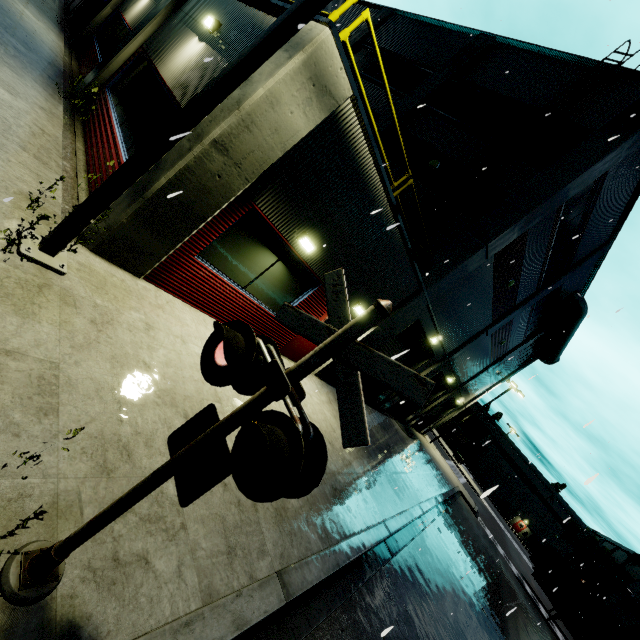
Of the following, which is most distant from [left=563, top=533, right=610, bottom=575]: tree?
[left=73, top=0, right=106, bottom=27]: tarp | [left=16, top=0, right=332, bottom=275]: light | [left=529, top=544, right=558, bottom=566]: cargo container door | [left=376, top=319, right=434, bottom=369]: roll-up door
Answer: → [left=73, top=0, right=106, bottom=27]: tarp

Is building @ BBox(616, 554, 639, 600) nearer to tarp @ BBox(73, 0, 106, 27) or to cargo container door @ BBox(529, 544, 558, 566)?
tarp @ BBox(73, 0, 106, 27)

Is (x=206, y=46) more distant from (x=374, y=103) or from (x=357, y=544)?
(x=374, y=103)

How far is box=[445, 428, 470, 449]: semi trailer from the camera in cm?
5774

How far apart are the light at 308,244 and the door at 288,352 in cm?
254

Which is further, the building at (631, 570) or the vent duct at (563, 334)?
the building at (631, 570)

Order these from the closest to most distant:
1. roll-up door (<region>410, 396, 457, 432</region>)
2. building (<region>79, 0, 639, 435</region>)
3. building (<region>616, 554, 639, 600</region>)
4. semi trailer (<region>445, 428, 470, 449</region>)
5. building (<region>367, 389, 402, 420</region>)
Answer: building (<region>79, 0, 639, 435</region>) < building (<region>367, 389, 402, 420</region>) < roll-up door (<region>410, 396, 457, 432</region>) < building (<region>616, 554, 639, 600</region>) < semi trailer (<region>445, 428, 470, 449</region>)

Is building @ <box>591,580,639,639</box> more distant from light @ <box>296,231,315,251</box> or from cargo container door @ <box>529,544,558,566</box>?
cargo container door @ <box>529,544,558,566</box>
